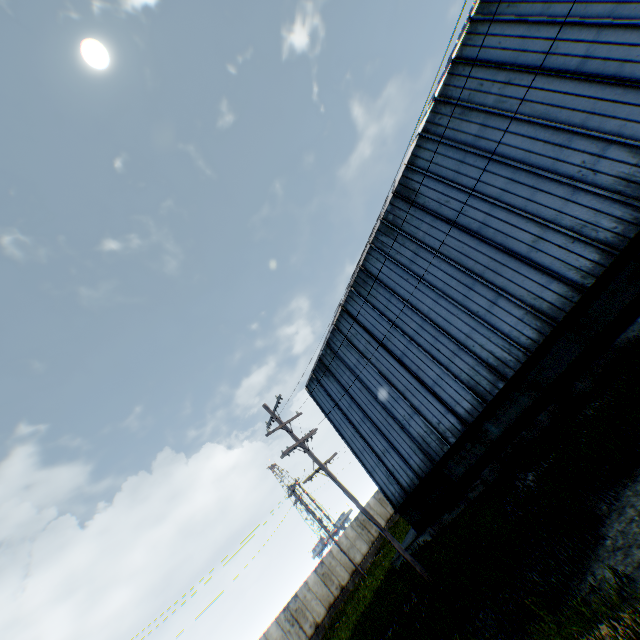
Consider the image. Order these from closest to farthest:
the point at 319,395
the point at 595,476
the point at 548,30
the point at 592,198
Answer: the point at 595,476, the point at 592,198, the point at 548,30, the point at 319,395
